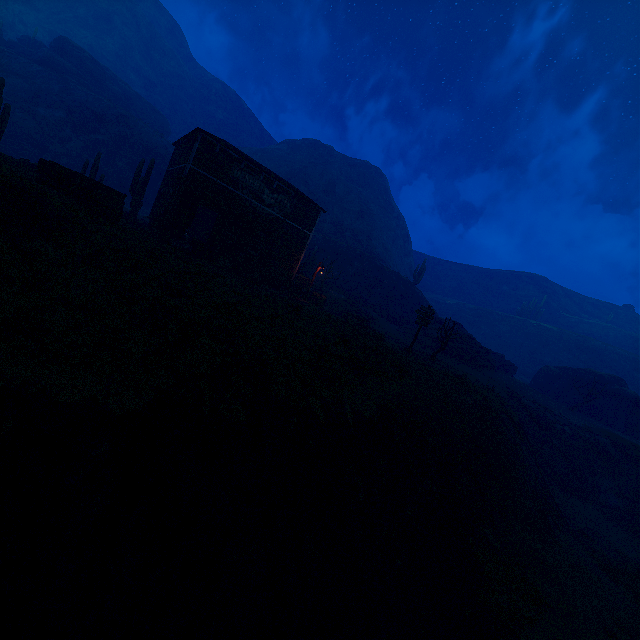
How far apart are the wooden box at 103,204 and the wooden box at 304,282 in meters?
13.0

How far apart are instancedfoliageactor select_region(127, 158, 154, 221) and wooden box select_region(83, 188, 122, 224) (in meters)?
9.38

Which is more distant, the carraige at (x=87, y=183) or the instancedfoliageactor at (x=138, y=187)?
the instancedfoliageactor at (x=138, y=187)

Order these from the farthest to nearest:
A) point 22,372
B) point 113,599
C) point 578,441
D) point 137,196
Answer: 1. point 578,441
2. point 137,196
3. point 22,372
4. point 113,599

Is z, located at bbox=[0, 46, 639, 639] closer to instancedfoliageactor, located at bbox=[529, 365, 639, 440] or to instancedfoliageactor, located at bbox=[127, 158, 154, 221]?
instancedfoliageactor, located at bbox=[529, 365, 639, 440]

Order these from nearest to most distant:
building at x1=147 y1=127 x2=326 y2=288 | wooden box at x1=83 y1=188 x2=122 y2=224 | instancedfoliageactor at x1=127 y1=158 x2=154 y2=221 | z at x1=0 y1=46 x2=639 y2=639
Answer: z at x1=0 y1=46 x2=639 y2=639
wooden box at x1=83 y1=188 x2=122 y2=224
building at x1=147 y1=127 x2=326 y2=288
instancedfoliageactor at x1=127 y1=158 x2=154 y2=221

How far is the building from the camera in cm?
1980

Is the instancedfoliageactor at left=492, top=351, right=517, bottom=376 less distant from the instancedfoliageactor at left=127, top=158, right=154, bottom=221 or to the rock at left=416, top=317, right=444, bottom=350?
the rock at left=416, top=317, right=444, bottom=350
